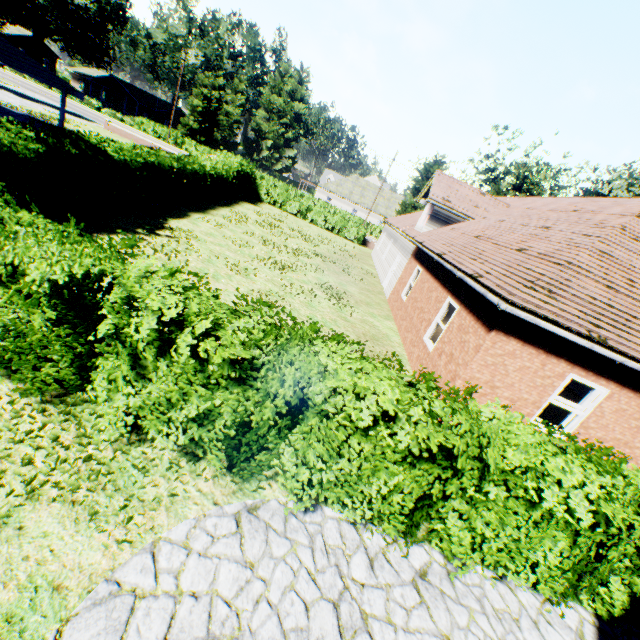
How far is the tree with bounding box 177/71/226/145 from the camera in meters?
54.5 m

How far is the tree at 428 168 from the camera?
29.6m

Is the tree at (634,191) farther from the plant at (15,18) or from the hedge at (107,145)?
the plant at (15,18)

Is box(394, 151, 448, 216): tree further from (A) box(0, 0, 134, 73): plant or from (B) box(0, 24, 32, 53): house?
(B) box(0, 24, 32, 53): house

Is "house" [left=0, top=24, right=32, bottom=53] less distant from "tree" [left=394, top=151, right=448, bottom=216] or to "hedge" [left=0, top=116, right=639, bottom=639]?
"hedge" [left=0, top=116, right=639, bottom=639]

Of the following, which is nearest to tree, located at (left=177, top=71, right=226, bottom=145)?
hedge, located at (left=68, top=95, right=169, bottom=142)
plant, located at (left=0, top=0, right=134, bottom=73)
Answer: hedge, located at (left=68, top=95, right=169, bottom=142)

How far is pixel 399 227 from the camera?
21.78m

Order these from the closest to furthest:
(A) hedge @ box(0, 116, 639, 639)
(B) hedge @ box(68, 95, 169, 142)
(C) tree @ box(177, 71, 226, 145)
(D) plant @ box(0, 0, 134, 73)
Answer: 1. (A) hedge @ box(0, 116, 639, 639)
2. (D) plant @ box(0, 0, 134, 73)
3. (B) hedge @ box(68, 95, 169, 142)
4. (C) tree @ box(177, 71, 226, 145)
